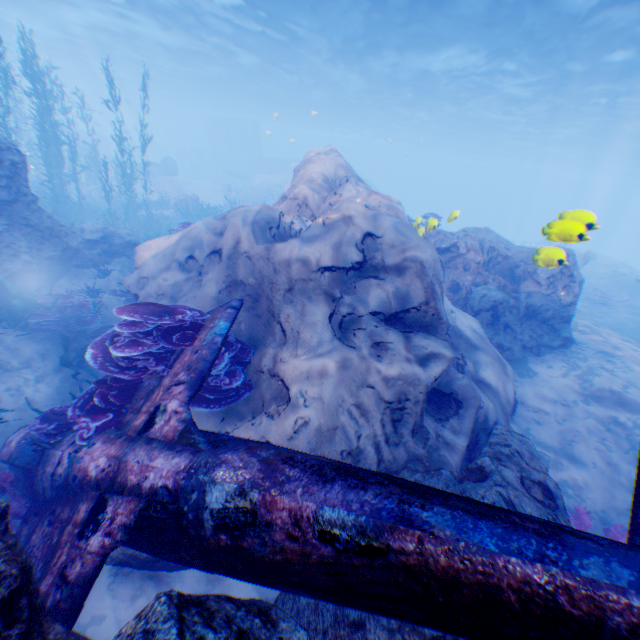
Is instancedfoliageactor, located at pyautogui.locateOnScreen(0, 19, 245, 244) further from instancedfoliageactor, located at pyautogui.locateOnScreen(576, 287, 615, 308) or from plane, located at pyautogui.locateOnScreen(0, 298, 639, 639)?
instancedfoliageactor, located at pyautogui.locateOnScreen(576, 287, 615, 308)

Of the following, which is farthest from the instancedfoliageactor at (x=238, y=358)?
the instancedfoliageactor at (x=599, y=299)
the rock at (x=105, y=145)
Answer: the instancedfoliageactor at (x=599, y=299)

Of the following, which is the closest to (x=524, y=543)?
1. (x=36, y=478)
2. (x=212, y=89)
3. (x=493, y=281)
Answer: (x=36, y=478)

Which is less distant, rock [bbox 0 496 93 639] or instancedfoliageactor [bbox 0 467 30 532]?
rock [bbox 0 496 93 639]

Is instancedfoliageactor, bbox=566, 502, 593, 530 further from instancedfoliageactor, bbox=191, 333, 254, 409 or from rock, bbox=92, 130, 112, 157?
instancedfoliageactor, bbox=191, 333, 254, 409

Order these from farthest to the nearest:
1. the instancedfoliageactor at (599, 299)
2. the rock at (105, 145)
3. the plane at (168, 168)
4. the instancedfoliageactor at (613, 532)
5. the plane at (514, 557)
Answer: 1. the rock at (105, 145)
2. the plane at (168, 168)
3. the instancedfoliageactor at (599, 299)
4. the instancedfoliageactor at (613, 532)
5. the plane at (514, 557)

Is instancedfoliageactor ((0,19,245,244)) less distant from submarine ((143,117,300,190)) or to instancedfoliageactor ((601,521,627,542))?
submarine ((143,117,300,190))
